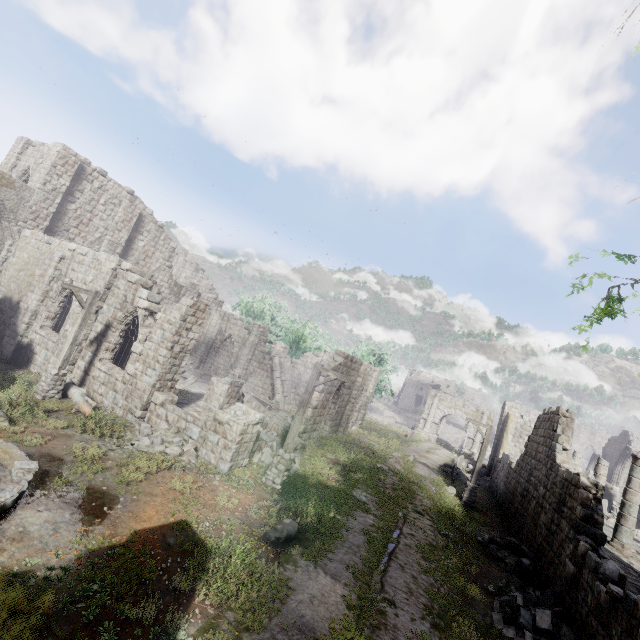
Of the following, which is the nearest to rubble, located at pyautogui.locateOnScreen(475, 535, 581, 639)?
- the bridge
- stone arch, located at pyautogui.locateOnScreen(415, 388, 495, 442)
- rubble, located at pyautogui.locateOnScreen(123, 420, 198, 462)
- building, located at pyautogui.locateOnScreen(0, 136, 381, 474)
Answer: building, located at pyautogui.locateOnScreen(0, 136, 381, 474)

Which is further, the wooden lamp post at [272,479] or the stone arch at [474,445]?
the stone arch at [474,445]

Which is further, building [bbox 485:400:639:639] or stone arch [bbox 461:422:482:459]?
stone arch [bbox 461:422:482:459]

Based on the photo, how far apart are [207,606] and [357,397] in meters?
19.8

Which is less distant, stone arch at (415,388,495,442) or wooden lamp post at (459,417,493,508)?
wooden lamp post at (459,417,493,508)

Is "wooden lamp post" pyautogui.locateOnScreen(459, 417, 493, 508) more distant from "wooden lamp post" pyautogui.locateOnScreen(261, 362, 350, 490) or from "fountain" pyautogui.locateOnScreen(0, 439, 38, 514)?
"fountain" pyautogui.locateOnScreen(0, 439, 38, 514)

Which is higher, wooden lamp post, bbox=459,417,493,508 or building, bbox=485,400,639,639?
building, bbox=485,400,639,639

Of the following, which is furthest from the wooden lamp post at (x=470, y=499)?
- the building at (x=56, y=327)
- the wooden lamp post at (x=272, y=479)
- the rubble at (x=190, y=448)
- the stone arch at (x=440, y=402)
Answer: Result: the stone arch at (x=440, y=402)
